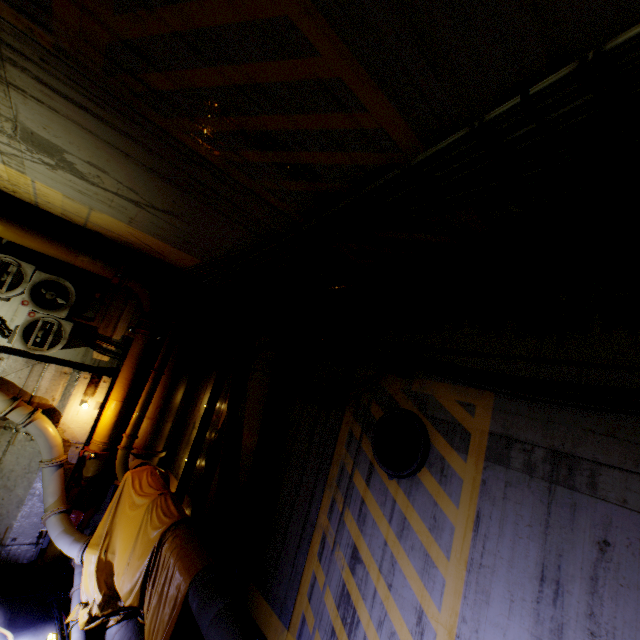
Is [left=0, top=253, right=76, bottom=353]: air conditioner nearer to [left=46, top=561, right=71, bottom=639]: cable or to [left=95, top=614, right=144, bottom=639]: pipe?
[left=95, top=614, right=144, bottom=639]: pipe

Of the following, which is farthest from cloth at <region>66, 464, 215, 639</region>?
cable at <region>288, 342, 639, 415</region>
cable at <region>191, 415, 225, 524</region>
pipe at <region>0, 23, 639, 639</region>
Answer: cable at <region>288, 342, 639, 415</region>

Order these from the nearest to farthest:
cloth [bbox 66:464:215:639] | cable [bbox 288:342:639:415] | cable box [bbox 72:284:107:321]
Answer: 1. cable [bbox 288:342:639:415]
2. cloth [bbox 66:464:215:639]
3. cable box [bbox 72:284:107:321]

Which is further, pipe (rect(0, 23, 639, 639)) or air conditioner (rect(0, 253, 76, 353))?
air conditioner (rect(0, 253, 76, 353))

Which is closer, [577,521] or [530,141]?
[530,141]

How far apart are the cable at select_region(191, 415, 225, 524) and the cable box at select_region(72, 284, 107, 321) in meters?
3.6

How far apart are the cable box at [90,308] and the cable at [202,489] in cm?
357

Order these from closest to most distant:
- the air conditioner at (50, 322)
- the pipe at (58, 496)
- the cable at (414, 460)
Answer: the pipe at (58, 496)
the cable at (414, 460)
the air conditioner at (50, 322)
